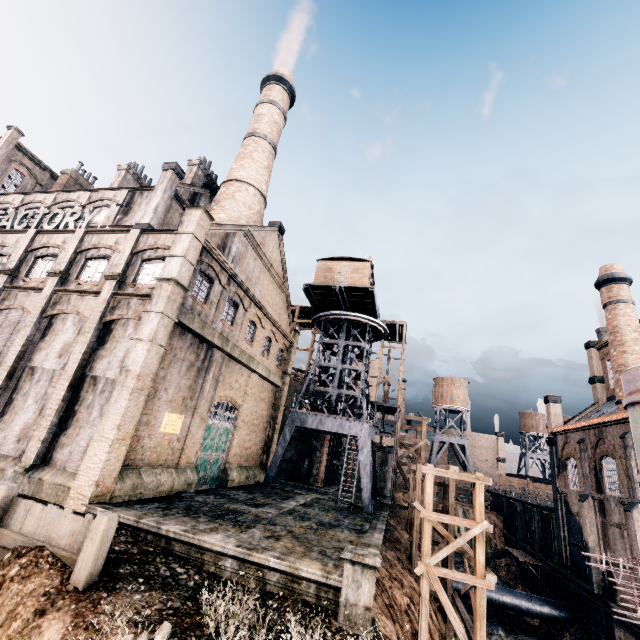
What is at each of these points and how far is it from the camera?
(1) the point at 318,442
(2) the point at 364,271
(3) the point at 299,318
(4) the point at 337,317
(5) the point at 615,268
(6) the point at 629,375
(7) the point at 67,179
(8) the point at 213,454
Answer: (1) building, 37.7 meters
(2) building, 30.0 meters
(3) wooden scaffolding, 51.6 meters
(4) crane, 32.6 meters
(5) chimney, 31.5 meters
(6) silo, 15.5 meters
(7) chimney, 38.6 meters
(8) door, 23.2 meters

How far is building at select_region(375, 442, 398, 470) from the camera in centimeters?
3955cm

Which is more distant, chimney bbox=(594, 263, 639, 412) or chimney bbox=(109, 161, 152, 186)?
chimney bbox=(109, 161, 152, 186)

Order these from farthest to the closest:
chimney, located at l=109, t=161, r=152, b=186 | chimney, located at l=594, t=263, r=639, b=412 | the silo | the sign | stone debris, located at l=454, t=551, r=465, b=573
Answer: stone debris, located at l=454, t=551, r=465, b=573 < chimney, located at l=109, t=161, r=152, b=186 < chimney, located at l=594, t=263, r=639, b=412 < the sign < the silo

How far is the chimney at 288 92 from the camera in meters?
29.5

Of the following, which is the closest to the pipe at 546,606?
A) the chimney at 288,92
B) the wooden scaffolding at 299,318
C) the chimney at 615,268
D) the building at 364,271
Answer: the wooden scaffolding at 299,318

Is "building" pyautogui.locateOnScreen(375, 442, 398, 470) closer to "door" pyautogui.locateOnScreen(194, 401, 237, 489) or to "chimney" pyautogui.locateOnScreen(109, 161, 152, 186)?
"door" pyautogui.locateOnScreen(194, 401, 237, 489)

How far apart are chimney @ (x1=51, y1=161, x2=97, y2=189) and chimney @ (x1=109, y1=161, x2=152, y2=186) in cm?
754
